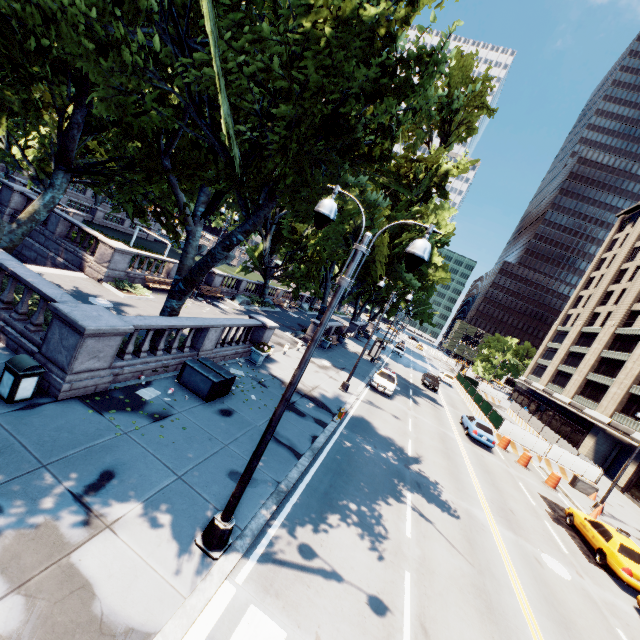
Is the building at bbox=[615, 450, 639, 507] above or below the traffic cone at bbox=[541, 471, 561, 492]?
above

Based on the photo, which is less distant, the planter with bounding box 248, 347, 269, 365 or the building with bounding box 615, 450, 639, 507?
the planter with bounding box 248, 347, 269, 365

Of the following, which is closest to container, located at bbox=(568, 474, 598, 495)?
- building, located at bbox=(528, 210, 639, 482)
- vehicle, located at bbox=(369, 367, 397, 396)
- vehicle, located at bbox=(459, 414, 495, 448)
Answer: vehicle, located at bbox=(459, 414, 495, 448)

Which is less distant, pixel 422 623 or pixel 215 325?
pixel 422 623

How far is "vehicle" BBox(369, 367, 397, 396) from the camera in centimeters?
2416cm

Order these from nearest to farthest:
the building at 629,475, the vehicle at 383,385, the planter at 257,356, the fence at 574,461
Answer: the planter at 257,356 < the vehicle at 383,385 < the fence at 574,461 < the building at 629,475

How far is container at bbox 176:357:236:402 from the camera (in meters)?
11.43

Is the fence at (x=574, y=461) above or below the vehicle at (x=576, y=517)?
above
